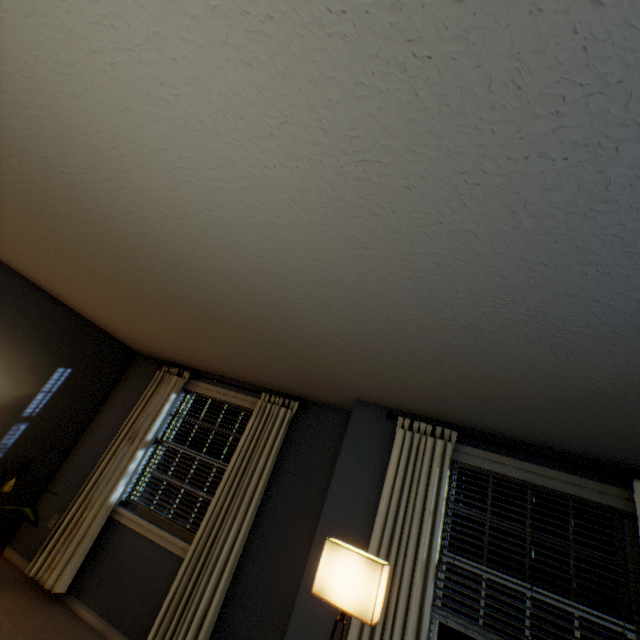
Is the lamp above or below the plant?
above

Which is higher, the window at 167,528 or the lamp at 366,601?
the lamp at 366,601

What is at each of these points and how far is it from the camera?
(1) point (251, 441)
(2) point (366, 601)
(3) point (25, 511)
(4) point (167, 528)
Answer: (1) blinds, 3.4 meters
(2) lamp, 1.7 meters
(3) plant, 2.8 meters
(4) window, 3.3 meters

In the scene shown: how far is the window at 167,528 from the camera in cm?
313

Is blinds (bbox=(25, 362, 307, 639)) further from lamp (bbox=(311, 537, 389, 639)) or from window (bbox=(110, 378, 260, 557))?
lamp (bbox=(311, 537, 389, 639))

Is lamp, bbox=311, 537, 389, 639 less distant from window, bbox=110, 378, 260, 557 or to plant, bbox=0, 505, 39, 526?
window, bbox=110, 378, 260, 557

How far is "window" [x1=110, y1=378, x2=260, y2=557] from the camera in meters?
3.1 m

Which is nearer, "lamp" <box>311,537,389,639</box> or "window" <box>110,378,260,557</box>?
"lamp" <box>311,537,389,639</box>
